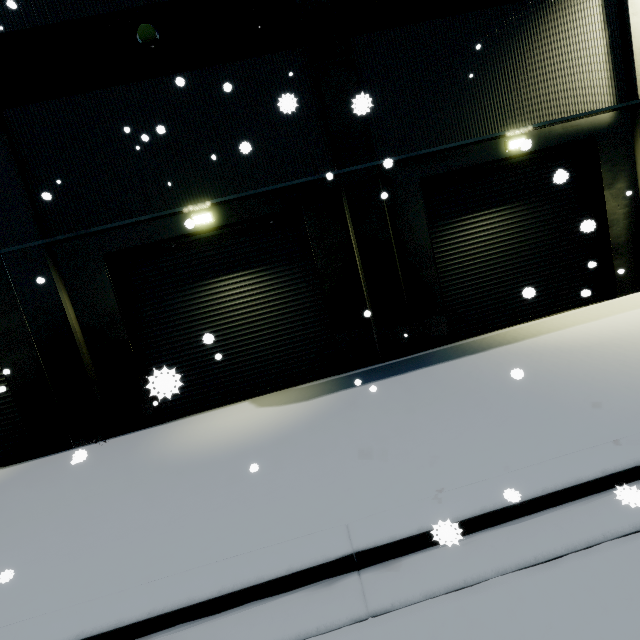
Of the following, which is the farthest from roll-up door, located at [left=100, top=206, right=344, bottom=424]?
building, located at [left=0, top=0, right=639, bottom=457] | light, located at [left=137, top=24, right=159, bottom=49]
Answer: light, located at [left=137, top=24, right=159, bottom=49]

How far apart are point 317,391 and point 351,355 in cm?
152

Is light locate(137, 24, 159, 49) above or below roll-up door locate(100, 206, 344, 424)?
above

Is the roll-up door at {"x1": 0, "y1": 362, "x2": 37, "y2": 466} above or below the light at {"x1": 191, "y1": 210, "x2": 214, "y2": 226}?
below

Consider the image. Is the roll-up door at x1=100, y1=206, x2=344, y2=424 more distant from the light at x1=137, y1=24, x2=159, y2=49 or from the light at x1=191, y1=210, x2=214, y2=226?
the light at x1=137, y1=24, x2=159, y2=49

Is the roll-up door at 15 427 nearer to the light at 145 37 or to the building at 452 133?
the building at 452 133

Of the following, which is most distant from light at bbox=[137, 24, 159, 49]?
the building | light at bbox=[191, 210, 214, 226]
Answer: light at bbox=[191, 210, 214, 226]

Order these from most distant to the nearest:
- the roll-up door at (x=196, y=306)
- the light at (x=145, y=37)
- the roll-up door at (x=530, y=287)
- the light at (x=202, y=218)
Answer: the roll-up door at (x=530, y=287), the roll-up door at (x=196, y=306), the light at (x=202, y=218), the light at (x=145, y=37)
